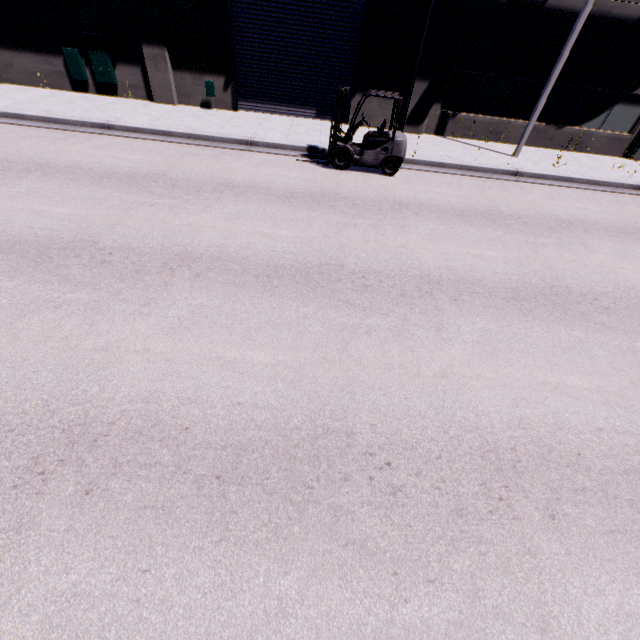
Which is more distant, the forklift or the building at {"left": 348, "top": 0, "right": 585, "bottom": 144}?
the building at {"left": 348, "top": 0, "right": 585, "bottom": 144}

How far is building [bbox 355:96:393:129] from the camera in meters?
13.9

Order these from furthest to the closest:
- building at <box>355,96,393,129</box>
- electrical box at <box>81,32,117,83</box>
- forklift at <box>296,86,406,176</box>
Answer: building at <box>355,96,393,129</box> < electrical box at <box>81,32,117,83</box> < forklift at <box>296,86,406,176</box>

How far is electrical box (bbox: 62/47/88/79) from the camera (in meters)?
12.84

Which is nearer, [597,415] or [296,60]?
[597,415]

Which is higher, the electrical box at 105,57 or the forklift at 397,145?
the electrical box at 105,57

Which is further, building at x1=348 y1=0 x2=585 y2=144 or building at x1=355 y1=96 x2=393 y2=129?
building at x1=355 y1=96 x2=393 y2=129

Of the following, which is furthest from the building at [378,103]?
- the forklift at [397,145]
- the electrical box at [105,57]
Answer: the forklift at [397,145]
